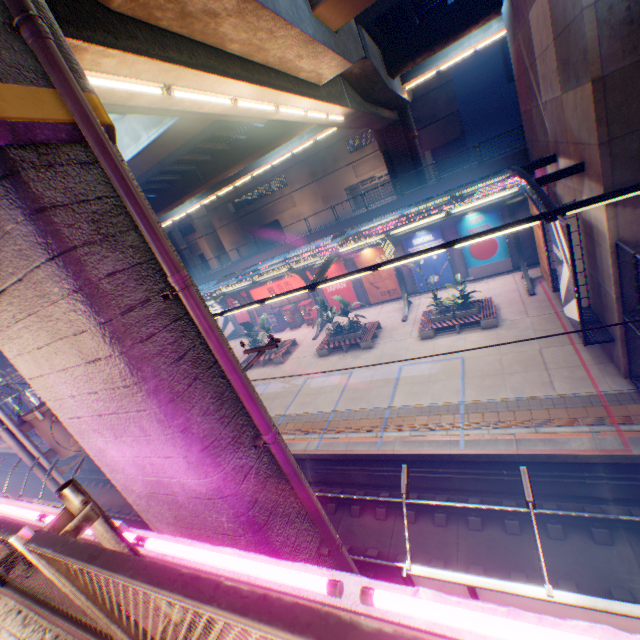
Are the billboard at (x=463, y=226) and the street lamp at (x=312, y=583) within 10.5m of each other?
no

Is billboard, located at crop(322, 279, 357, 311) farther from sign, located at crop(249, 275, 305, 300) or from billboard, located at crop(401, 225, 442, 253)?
billboard, located at crop(401, 225, 442, 253)

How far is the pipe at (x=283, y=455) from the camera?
4.83m

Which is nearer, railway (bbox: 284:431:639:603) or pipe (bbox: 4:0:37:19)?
pipe (bbox: 4:0:37:19)

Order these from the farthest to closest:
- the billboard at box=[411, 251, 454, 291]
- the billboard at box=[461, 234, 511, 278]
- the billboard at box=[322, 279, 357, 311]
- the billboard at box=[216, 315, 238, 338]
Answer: the billboard at box=[216, 315, 238, 338] → the billboard at box=[322, 279, 357, 311] → the billboard at box=[411, 251, 454, 291] → the billboard at box=[461, 234, 511, 278]

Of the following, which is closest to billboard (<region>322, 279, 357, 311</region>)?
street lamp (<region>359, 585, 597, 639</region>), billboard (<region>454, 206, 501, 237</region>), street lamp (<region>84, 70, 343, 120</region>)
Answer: billboard (<region>454, 206, 501, 237</region>)

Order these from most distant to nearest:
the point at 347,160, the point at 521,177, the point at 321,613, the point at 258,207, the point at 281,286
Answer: the point at 258,207 → the point at 347,160 → the point at 281,286 → the point at 521,177 → the point at 321,613

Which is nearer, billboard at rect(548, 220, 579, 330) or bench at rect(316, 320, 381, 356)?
billboard at rect(548, 220, 579, 330)
